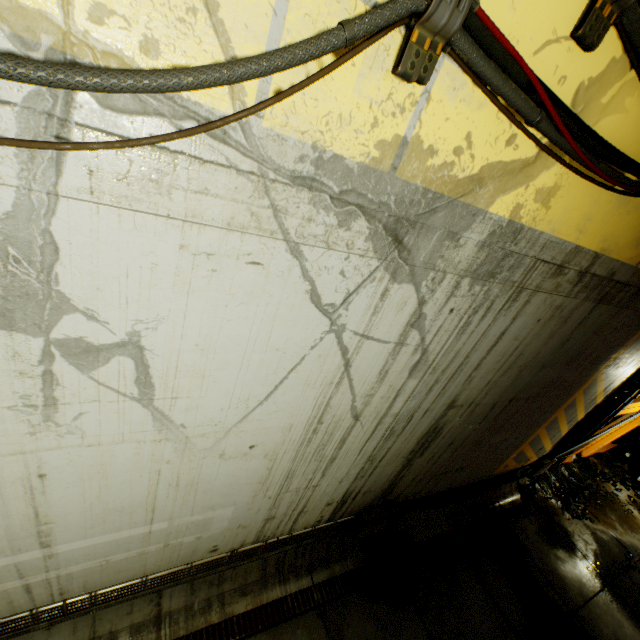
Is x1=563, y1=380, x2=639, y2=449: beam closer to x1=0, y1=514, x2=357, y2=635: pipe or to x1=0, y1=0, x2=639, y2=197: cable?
x1=0, y1=0, x2=639, y2=197: cable

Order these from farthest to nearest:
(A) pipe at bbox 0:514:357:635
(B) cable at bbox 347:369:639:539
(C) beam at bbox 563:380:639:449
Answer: (C) beam at bbox 563:380:639:449, (B) cable at bbox 347:369:639:539, (A) pipe at bbox 0:514:357:635

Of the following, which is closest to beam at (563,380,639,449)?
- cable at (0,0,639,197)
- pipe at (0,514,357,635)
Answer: cable at (0,0,639,197)

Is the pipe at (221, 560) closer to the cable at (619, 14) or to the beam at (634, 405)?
the cable at (619, 14)

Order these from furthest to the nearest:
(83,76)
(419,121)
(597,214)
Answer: (597,214) → (419,121) → (83,76)

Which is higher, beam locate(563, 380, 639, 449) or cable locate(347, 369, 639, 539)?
beam locate(563, 380, 639, 449)

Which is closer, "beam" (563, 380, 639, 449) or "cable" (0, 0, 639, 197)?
"cable" (0, 0, 639, 197)

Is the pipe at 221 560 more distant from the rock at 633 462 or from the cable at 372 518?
the rock at 633 462
